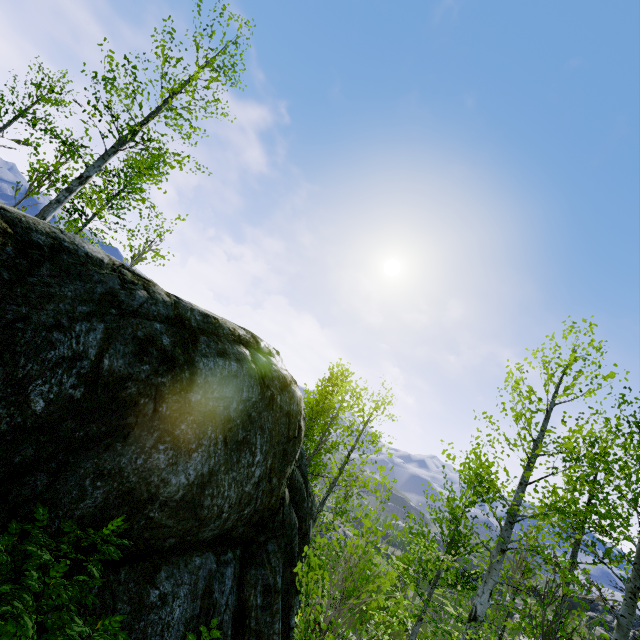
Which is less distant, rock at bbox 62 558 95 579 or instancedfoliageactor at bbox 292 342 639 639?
rock at bbox 62 558 95 579

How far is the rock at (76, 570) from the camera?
3.7 meters

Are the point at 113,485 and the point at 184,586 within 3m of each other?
yes

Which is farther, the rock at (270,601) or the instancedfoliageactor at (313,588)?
the instancedfoliageactor at (313,588)

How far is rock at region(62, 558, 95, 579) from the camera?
3.7 meters
